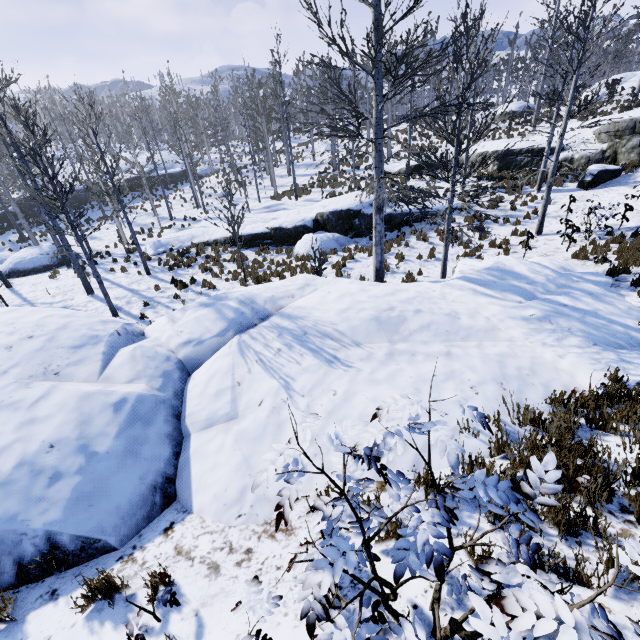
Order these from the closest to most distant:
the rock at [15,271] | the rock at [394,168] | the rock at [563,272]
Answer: the rock at [563,272], the rock at [15,271], the rock at [394,168]

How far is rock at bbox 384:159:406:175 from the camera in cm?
2448

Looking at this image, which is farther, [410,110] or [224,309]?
[410,110]

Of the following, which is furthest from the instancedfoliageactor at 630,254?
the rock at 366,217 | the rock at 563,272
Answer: the rock at 366,217

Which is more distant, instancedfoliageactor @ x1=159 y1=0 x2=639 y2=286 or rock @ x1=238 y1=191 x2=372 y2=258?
rock @ x1=238 y1=191 x2=372 y2=258

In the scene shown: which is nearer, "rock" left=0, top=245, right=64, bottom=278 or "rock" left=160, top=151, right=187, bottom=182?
"rock" left=0, top=245, right=64, bottom=278

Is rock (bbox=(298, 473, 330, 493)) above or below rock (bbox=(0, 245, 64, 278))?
above
